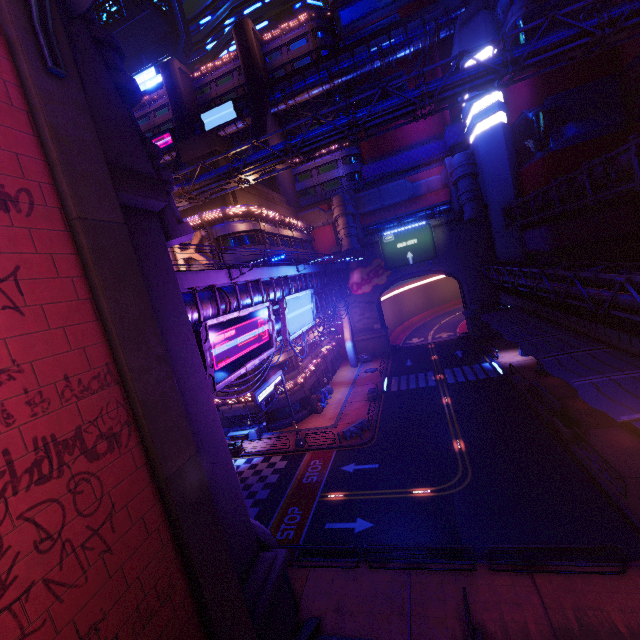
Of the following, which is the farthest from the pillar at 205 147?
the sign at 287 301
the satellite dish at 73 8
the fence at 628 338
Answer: the fence at 628 338

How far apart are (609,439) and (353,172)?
51.7m

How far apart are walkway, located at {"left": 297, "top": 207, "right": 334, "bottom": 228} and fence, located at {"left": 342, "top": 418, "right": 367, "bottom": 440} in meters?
33.2

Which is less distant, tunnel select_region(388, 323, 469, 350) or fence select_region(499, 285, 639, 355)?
fence select_region(499, 285, 639, 355)

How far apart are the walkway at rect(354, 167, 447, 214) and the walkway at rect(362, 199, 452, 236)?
1.5 meters

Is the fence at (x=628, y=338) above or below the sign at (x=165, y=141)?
below

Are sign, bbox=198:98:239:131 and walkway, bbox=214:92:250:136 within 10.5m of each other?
yes

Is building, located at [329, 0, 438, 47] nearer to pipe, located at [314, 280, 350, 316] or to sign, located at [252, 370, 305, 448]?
pipe, located at [314, 280, 350, 316]
